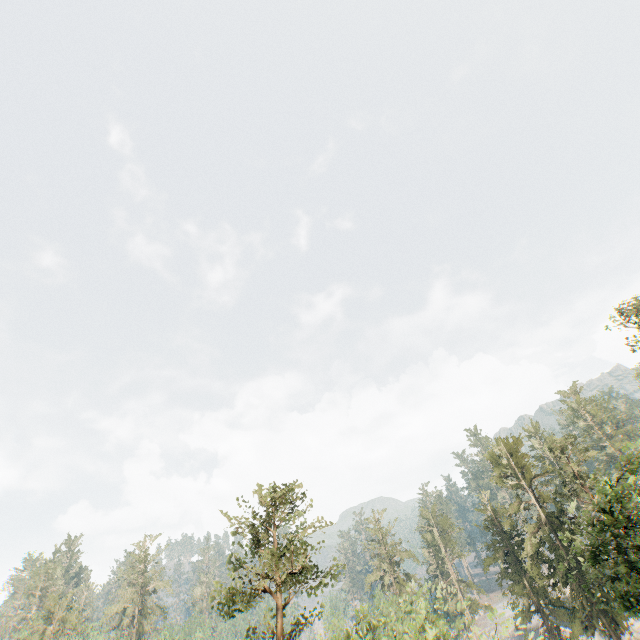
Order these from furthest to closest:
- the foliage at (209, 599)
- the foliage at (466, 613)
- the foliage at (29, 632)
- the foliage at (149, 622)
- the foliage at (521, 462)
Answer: the foliage at (149, 622) < the foliage at (29, 632) < the foliage at (521, 462) < the foliage at (209, 599) < the foliage at (466, 613)

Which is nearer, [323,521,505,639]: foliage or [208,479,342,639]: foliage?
[323,521,505,639]: foliage

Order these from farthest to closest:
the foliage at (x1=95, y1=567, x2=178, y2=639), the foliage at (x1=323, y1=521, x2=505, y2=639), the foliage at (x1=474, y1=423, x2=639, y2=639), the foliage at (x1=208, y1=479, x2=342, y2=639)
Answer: the foliage at (x1=95, y1=567, x2=178, y2=639)
the foliage at (x1=474, y1=423, x2=639, y2=639)
the foliage at (x1=208, y1=479, x2=342, y2=639)
the foliage at (x1=323, y1=521, x2=505, y2=639)

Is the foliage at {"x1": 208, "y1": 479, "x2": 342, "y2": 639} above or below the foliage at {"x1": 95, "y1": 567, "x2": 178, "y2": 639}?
below

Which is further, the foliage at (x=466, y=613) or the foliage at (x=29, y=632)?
the foliage at (x=29, y=632)

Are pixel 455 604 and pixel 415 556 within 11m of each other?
yes
